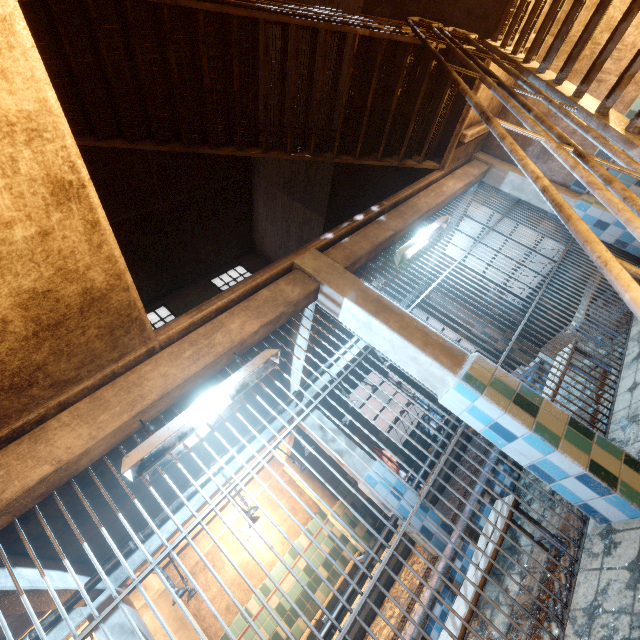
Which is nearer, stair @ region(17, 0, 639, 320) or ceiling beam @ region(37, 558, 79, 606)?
stair @ region(17, 0, 639, 320)

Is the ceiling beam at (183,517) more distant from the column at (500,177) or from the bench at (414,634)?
the column at (500,177)

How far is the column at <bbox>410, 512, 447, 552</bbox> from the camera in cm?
414

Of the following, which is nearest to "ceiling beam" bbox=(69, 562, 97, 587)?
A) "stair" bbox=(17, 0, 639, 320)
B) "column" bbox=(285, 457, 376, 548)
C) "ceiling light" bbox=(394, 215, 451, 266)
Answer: "ceiling light" bbox=(394, 215, 451, 266)

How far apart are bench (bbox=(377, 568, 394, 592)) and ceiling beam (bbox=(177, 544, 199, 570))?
2.4m

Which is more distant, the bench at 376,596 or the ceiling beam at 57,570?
the bench at 376,596

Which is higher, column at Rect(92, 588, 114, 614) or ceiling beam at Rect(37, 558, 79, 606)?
ceiling beam at Rect(37, 558, 79, 606)

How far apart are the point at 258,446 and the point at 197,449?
1.0 meters
